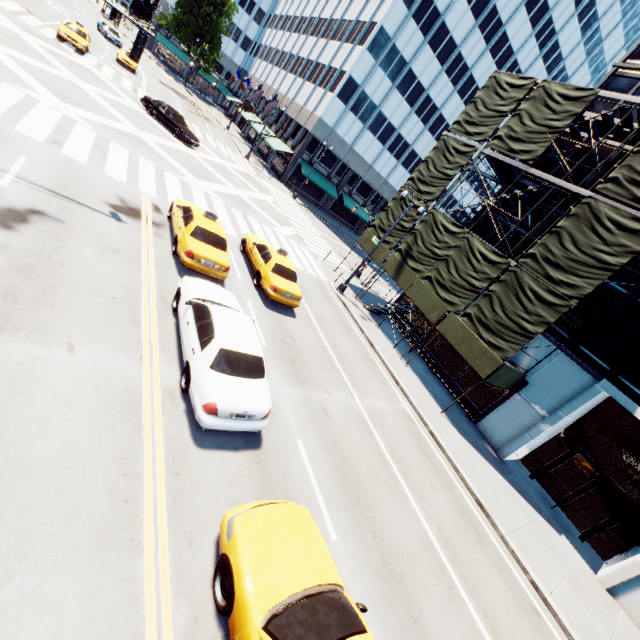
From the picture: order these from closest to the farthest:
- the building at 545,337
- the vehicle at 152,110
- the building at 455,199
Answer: the building at 545,337 → the vehicle at 152,110 → the building at 455,199

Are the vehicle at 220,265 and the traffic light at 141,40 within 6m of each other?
yes

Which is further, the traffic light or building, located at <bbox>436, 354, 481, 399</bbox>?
building, located at <bbox>436, 354, 481, 399</bbox>

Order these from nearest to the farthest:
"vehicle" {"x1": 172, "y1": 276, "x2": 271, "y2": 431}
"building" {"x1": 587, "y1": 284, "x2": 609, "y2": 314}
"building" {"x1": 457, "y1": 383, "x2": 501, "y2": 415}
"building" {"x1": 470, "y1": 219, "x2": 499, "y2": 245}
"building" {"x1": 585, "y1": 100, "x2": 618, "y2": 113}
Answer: "vehicle" {"x1": 172, "y1": 276, "x2": 271, "y2": 431}
"building" {"x1": 587, "y1": 284, "x2": 609, "y2": 314}
"building" {"x1": 585, "y1": 100, "x2": 618, "y2": 113}
"building" {"x1": 457, "y1": 383, "x2": 501, "y2": 415}
"building" {"x1": 470, "y1": 219, "x2": 499, "y2": 245}

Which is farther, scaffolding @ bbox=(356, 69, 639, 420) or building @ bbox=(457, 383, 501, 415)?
building @ bbox=(457, 383, 501, 415)

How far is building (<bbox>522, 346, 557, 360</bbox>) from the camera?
16.8m

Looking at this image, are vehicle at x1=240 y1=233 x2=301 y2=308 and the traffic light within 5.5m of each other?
no

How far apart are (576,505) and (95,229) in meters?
24.7
